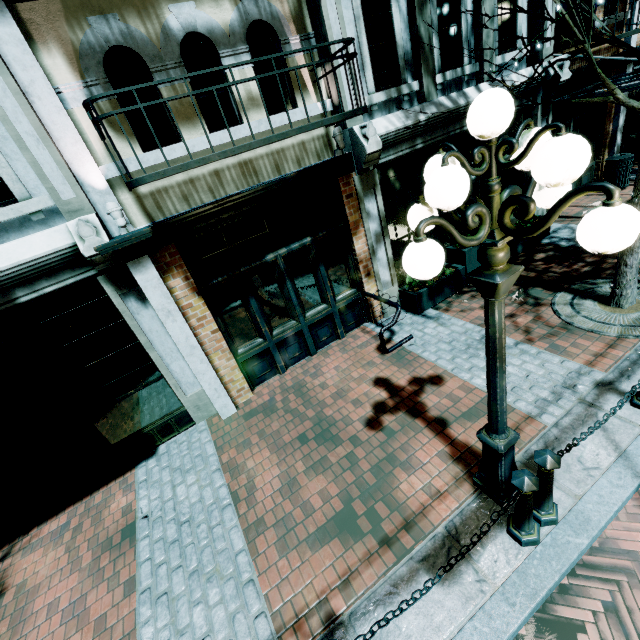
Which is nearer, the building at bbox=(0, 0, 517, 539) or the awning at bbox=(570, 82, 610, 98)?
the building at bbox=(0, 0, 517, 539)

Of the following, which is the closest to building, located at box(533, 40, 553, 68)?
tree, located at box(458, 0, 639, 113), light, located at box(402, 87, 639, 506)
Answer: tree, located at box(458, 0, 639, 113)

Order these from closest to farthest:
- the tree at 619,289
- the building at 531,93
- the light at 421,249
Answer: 1. the light at 421,249
2. the tree at 619,289
3. the building at 531,93

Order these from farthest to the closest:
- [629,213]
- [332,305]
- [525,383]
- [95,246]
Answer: [332,305], [525,383], [95,246], [629,213]

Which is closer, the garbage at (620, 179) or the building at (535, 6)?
the building at (535, 6)

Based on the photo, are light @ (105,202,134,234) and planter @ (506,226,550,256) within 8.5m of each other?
yes

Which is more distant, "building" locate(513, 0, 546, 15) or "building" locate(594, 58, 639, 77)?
"building" locate(594, 58, 639, 77)
